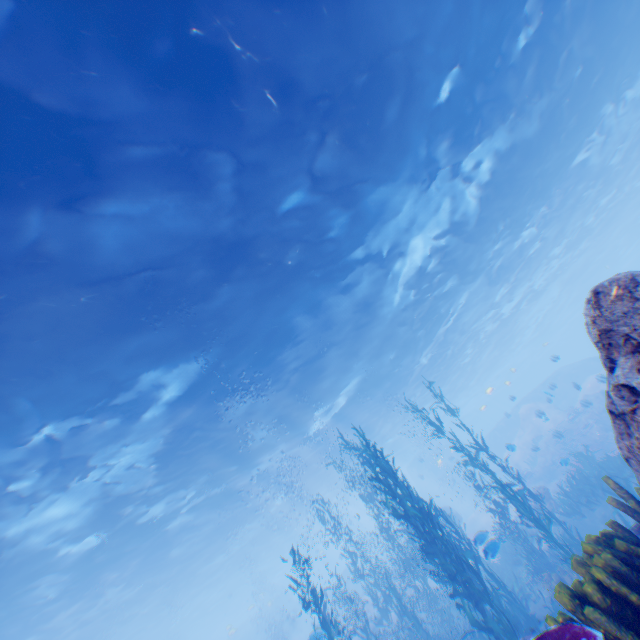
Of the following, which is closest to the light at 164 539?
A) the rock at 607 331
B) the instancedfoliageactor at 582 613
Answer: the rock at 607 331

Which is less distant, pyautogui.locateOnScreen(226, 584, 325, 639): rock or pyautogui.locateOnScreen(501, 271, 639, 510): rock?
pyautogui.locateOnScreen(501, 271, 639, 510): rock

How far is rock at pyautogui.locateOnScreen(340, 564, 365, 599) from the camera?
32.8 meters

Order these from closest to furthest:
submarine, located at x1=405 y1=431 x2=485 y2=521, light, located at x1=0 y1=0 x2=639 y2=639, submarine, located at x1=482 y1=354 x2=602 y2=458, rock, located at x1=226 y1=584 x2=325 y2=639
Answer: light, located at x1=0 y1=0 x2=639 y2=639, submarine, located at x1=482 y1=354 x2=602 y2=458, rock, located at x1=226 y1=584 x2=325 y2=639, submarine, located at x1=405 y1=431 x2=485 y2=521

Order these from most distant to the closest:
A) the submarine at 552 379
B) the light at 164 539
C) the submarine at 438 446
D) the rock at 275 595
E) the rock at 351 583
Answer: the submarine at 438 446
the rock at 275 595
the submarine at 552 379
the rock at 351 583
the light at 164 539

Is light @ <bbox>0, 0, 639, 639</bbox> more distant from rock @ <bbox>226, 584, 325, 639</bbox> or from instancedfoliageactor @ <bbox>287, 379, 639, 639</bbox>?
instancedfoliageactor @ <bbox>287, 379, 639, 639</bbox>

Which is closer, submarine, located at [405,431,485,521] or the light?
the light

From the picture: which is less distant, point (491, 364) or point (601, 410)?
point (601, 410)
